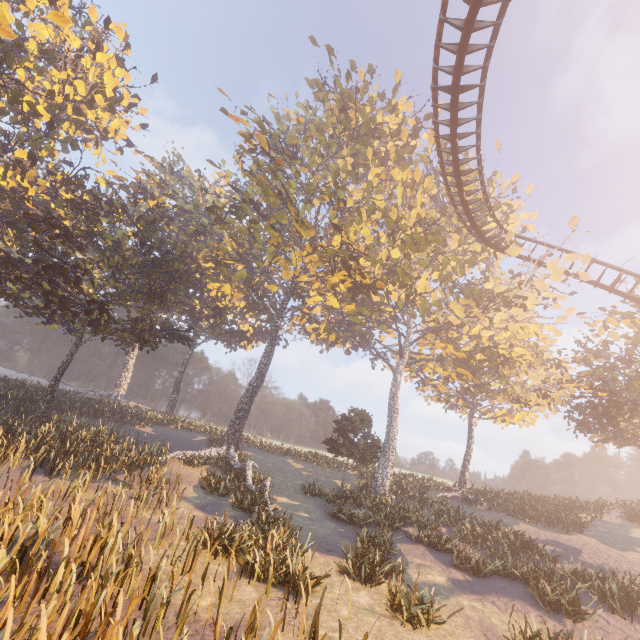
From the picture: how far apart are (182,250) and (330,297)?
12.85m

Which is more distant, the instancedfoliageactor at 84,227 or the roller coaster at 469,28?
the roller coaster at 469,28

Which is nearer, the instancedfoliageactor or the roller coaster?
Result: the instancedfoliageactor
